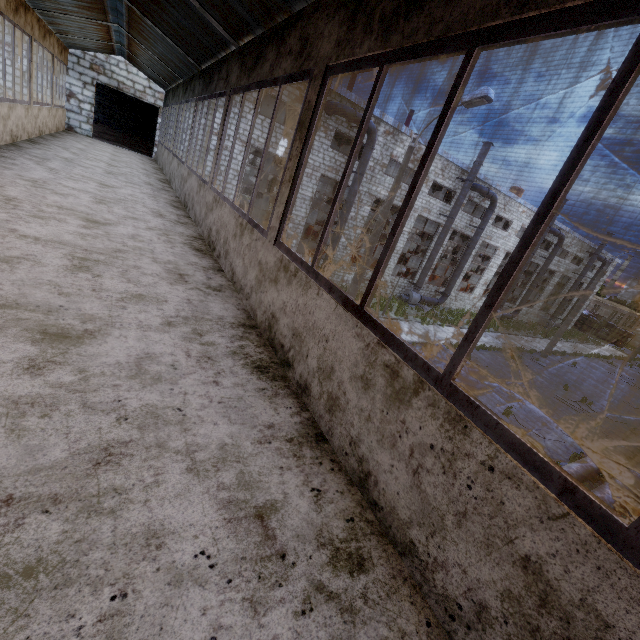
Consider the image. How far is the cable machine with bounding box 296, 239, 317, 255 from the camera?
24.4m

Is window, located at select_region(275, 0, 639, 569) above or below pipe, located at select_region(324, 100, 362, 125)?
below

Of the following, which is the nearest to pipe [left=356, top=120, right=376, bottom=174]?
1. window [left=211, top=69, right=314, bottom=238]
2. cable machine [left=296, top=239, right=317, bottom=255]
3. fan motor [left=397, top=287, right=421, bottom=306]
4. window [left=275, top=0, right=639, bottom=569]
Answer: cable machine [left=296, top=239, right=317, bottom=255]

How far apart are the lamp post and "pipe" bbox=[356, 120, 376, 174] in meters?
6.9

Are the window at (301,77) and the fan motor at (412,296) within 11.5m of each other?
no

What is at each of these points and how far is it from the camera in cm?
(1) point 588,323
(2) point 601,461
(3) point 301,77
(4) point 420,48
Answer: (1) truck, 5059
(2) pipe, 1080
(3) window, 297
(4) window, 179

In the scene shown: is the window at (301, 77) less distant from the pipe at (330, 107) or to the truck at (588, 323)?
the pipe at (330, 107)

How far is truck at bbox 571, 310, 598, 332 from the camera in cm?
5028
